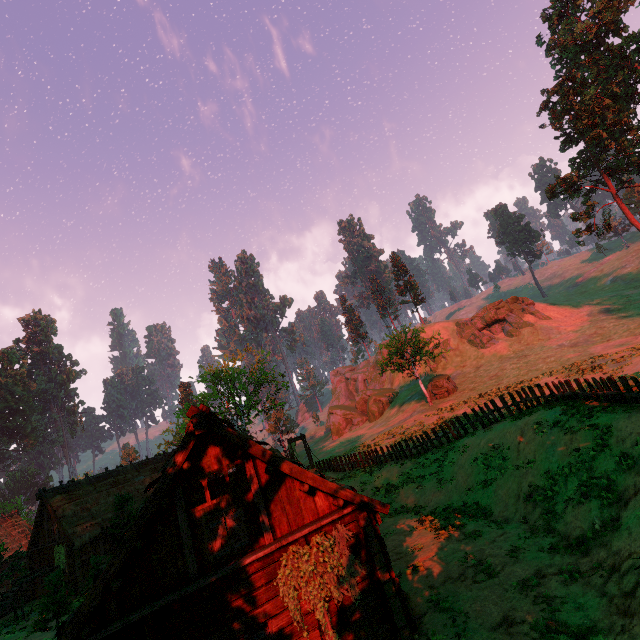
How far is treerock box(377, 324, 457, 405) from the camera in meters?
38.8 m

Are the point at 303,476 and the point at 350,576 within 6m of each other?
yes

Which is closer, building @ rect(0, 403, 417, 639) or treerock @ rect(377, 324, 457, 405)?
building @ rect(0, 403, 417, 639)

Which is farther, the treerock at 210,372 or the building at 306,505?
the treerock at 210,372

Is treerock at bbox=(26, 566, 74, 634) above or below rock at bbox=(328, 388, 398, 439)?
below

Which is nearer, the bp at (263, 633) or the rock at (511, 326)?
the bp at (263, 633)

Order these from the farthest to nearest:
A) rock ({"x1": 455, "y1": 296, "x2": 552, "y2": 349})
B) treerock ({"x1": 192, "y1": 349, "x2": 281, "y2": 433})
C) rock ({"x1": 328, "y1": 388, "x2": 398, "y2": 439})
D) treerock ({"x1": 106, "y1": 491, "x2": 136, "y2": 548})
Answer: rock ({"x1": 328, "y1": 388, "x2": 398, "y2": 439})
rock ({"x1": 455, "y1": 296, "x2": 552, "y2": 349})
treerock ({"x1": 192, "y1": 349, "x2": 281, "y2": 433})
treerock ({"x1": 106, "y1": 491, "x2": 136, "y2": 548})

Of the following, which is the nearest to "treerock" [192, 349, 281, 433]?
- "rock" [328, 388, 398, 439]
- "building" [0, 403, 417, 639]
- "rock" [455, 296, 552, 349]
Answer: "building" [0, 403, 417, 639]
